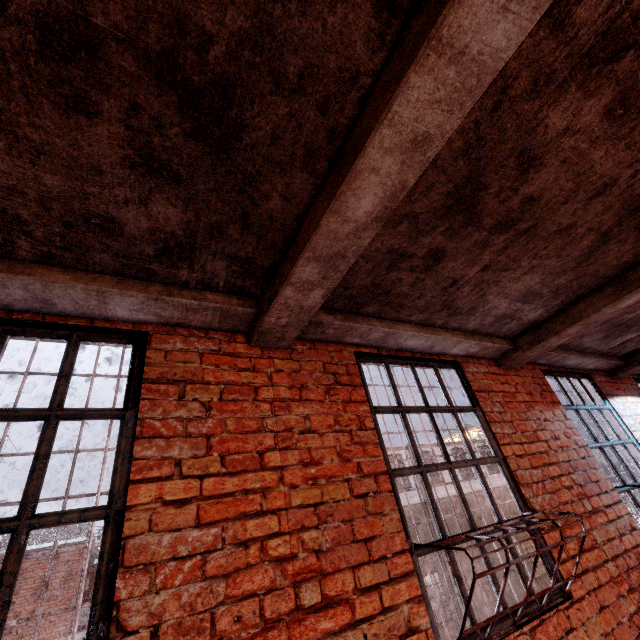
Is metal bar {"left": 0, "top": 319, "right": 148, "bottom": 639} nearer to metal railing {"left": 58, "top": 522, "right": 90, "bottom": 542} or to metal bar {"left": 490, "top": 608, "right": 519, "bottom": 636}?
metal bar {"left": 490, "top": 608, "right": 519, "bottom": 636}

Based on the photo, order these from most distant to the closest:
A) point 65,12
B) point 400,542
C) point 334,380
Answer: point 334,380 → point 400,542 → point 65,12

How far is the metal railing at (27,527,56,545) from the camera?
13.5 meters

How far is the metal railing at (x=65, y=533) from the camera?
13.98m

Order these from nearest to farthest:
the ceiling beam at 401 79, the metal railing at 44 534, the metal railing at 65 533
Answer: the ceiling beam at 401 79 → the metal railing at 44 534 → the metal railing at 65 533

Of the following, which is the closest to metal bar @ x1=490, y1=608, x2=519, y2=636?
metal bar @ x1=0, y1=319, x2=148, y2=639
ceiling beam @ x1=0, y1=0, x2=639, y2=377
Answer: ceiling beam @ x1=0, y1=0, x2=639, y2=377

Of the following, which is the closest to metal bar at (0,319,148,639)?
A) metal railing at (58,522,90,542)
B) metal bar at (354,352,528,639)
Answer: metal bar at (354,352,528,639)
